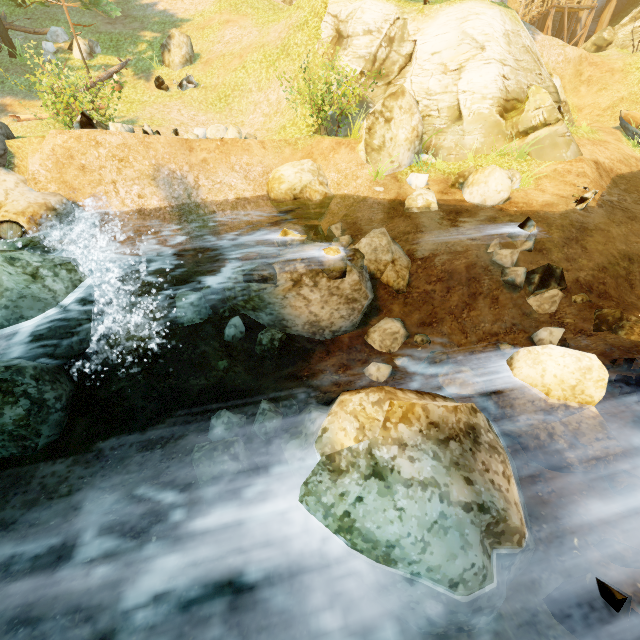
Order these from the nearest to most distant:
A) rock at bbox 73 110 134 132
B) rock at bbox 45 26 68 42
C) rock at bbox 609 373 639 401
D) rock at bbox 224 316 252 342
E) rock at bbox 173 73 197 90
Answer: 1. rock at bbox 609 373 639 401
2. rock at bbox 224 316 252 342
3. rock at bbox 73 110 134 132
4. rock at bbox 173 73 197 90
5. rock at bbox 45 26 68 42

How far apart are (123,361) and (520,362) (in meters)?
7.62

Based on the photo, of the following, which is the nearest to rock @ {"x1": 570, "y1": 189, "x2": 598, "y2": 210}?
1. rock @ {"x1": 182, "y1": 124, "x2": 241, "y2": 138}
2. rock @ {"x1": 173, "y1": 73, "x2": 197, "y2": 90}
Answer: rock @ {"x1": 182, "y1": 124, "x2": 241, "y2": 138}

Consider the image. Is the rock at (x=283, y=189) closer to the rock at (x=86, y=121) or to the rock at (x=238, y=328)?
the rock at (x=238, y=328)

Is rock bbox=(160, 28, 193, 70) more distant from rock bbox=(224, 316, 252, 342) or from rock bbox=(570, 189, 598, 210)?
rock bbox=(570, 189, 598, 210)

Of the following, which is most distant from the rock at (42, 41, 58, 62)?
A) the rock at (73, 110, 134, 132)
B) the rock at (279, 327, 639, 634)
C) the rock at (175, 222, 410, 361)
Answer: the rock at (279, 327, 639, 634)

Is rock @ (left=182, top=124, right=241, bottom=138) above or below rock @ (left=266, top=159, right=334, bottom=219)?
above

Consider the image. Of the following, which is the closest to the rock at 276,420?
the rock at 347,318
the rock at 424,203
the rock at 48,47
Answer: the rock at 347,318
